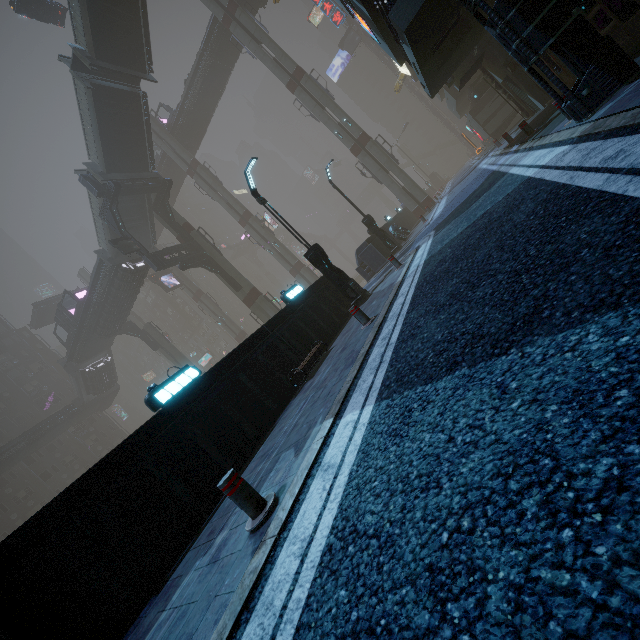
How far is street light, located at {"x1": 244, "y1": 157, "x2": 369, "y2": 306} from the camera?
12.5 meters

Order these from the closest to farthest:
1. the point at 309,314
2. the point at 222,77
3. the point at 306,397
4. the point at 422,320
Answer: the point at 422,320 → the point at 306,397 → the point at 309,314 → the point at 222,77

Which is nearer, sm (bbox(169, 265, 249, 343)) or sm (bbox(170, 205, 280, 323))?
sm (bbox(170, 205, 280, 323))

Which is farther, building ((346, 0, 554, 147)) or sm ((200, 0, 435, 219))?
sm ((200, 0, 435, 219))

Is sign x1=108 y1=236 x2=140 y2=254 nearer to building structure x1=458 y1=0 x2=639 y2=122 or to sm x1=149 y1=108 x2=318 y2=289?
sm x1=149 y1=108 x2=318 y2=289

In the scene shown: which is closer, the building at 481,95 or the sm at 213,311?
the building at 481,95

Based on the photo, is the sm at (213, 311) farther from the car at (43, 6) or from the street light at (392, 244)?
the street light at (392, 244)

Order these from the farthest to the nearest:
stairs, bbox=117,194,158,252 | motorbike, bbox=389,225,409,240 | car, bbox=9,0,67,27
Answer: stairs, bbox=117,194,158,252 → car, bbox=9,0,67,27 → motorbike, bbox=389,225,409,240
